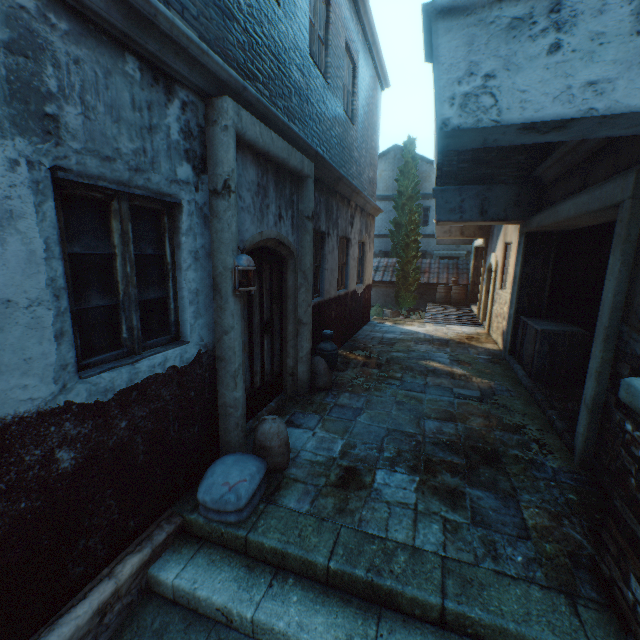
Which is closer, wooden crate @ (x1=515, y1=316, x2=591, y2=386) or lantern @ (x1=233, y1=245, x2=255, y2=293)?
lantern @ (x1=233, y1=245, x2=255, y2=293)

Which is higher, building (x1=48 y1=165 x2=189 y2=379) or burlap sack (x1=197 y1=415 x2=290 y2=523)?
building (x1=48 y1=165 x2=189 y2=379)

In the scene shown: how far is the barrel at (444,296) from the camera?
16.4 meters

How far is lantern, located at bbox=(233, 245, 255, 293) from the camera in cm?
319

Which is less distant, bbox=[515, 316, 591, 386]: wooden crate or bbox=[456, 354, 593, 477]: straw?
bbox=[456, 354, 593, 477]: straw

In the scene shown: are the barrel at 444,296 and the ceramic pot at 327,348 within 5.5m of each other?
no

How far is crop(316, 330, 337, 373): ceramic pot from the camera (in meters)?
5.96

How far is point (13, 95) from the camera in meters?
1.7
